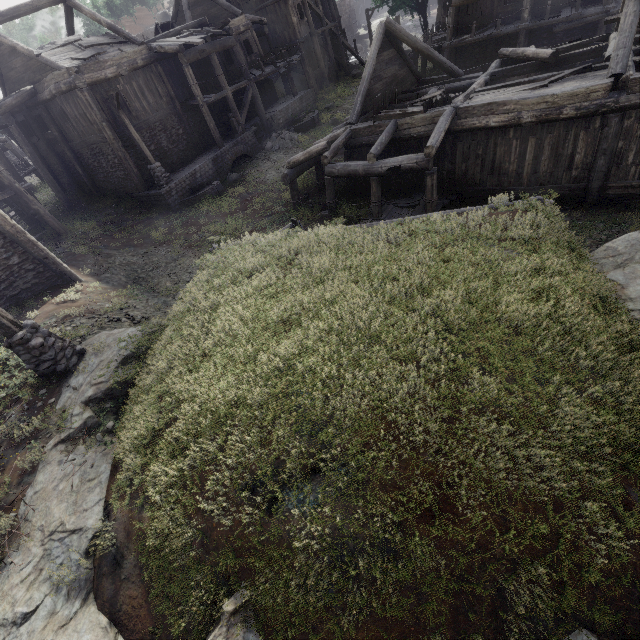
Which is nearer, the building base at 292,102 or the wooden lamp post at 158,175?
the wooden lamp post at 158,175

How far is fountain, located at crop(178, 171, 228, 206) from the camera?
18.22m

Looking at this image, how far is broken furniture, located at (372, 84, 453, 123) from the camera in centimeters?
1255cm

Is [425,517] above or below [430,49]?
below

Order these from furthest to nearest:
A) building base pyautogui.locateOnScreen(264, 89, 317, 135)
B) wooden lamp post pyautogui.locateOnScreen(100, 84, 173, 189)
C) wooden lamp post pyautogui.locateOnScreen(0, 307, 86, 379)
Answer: building base pyautogui.locateOnScreen(264, 89, 317, 135), wooden lamp post pyautogui.locateOnScreen(100, 84, 173, 189), wooden lamp post pyautogui.locateOnScreen(0, 307, 86, 379)

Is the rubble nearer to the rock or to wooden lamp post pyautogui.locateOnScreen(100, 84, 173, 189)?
wooden lamp post pyautogui.locateOnScreen(100, 84, 173, 189)

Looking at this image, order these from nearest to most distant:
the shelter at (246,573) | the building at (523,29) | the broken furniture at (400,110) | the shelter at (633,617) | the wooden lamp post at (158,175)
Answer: the shelter at (633,617)
the shelter at (246,573)
the building at (523,29)
the broken furniture at (400,110)
the wooden lamp post at (158,175)

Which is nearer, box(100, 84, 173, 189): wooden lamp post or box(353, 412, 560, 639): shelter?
box(353, 412, 560, 639): shelter
